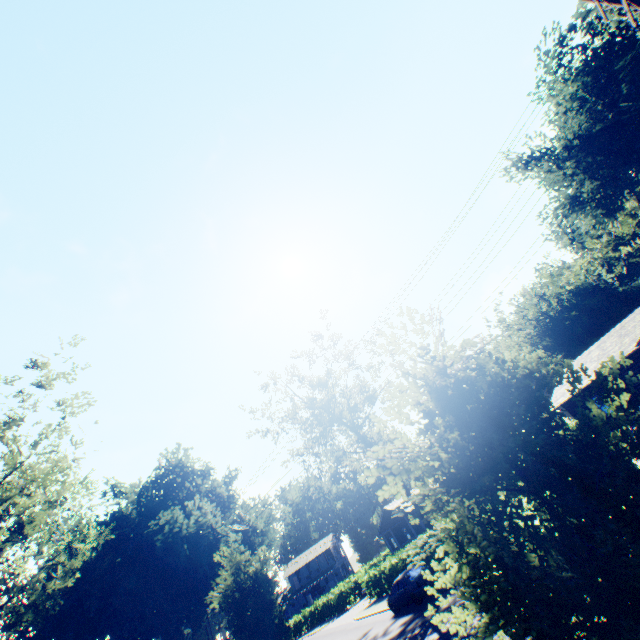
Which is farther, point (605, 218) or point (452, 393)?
point (605, 218)

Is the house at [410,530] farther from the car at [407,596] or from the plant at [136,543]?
the plant at [136,543]

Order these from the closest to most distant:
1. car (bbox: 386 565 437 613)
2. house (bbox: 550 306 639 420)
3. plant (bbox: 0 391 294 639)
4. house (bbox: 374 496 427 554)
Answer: plant (bbox: 0 391 294 639), car (bbox: 386 565 437 613), house (bbox: 550 306 639 420), house (bbox: 374 496 427 554)

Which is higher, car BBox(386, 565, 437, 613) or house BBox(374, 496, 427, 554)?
house BBox(374, 496, 427, 554)

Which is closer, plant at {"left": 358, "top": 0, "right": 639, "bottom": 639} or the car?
plant at {"left": 358, "top": 0, "right": 639, "bottom": 639}

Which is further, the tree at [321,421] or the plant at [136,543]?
the tree at [321,421]

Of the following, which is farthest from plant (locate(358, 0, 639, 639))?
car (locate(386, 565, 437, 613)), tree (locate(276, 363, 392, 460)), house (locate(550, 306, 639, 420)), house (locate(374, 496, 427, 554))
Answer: house (locate(374, 496, 427, 554))
